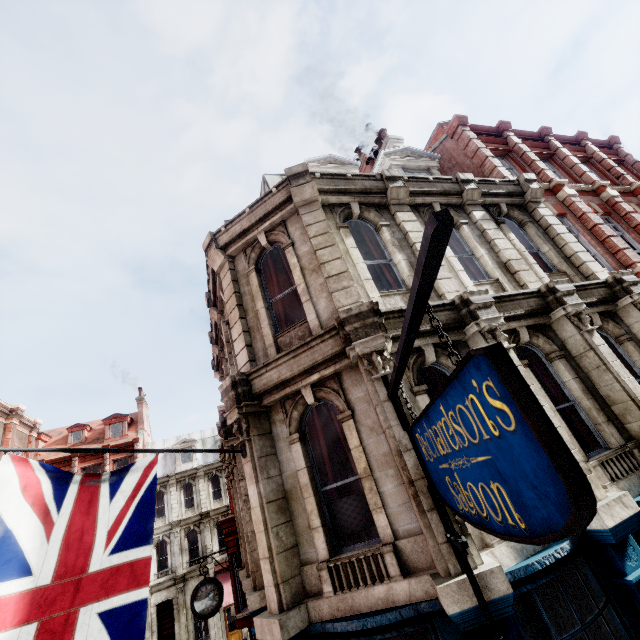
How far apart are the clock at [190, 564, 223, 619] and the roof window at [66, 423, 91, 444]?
29.8 meters

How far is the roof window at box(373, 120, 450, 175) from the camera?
11.24m

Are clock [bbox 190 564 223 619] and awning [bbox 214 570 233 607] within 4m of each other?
no

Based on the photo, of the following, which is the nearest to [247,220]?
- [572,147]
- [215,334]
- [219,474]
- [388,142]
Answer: [215,334]

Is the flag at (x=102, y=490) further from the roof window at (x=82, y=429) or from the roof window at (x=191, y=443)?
the roof window at (x=82, y=429)

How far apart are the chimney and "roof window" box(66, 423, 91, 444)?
34.51m

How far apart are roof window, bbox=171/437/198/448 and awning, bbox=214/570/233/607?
9.1 meters

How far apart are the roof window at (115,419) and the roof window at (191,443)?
4.7m
